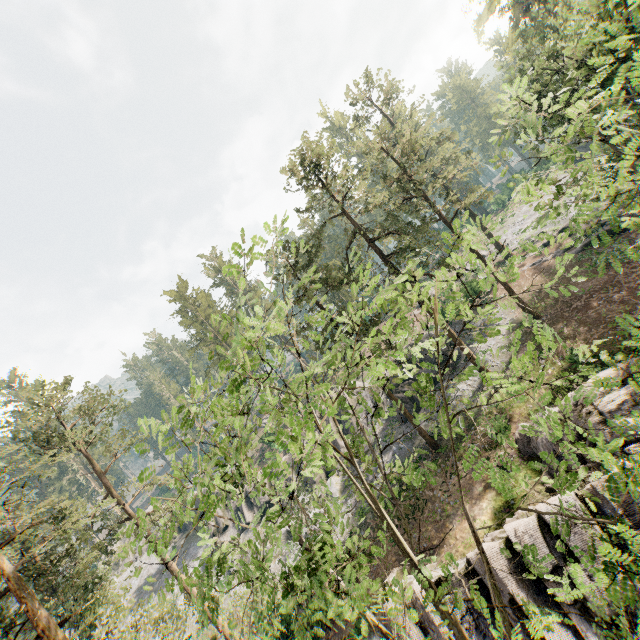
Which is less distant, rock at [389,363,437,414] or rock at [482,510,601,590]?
rock at [482,510,601,590]

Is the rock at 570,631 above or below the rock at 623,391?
below

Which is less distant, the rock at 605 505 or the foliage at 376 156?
the foliage at 376 156

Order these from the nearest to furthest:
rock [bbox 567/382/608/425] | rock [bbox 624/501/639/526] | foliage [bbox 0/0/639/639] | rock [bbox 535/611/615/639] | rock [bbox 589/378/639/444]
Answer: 1. foliage [bbox 0/0/639/639]
2. rock [bbox 535/611/615/639]
3. rock [bbox 624/501/639/526]
4. rock [bbox 589/378/639/444]
5. rock [bbox 567/382/608/425]

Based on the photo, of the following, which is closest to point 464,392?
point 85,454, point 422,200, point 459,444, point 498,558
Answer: point 459,444

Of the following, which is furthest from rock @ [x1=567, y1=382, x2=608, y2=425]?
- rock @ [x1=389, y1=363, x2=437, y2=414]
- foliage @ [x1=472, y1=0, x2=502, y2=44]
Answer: rock @ [x1=389, y1=363, x2=437, y2=414]

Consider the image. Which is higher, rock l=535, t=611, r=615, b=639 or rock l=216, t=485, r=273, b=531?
rock l=216, t=485, r=273, b=531
